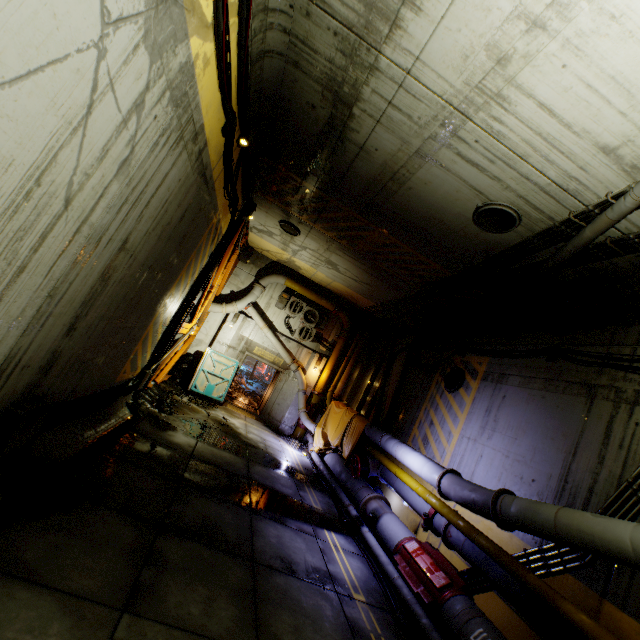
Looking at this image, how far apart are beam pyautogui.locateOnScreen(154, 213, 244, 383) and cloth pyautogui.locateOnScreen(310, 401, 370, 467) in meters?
6.4

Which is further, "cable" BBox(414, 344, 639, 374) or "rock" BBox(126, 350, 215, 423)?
"rock" BBox(126, 350, 215, 423)

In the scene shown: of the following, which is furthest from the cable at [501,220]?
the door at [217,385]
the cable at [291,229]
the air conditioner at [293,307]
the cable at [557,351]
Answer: the door at [217,385]

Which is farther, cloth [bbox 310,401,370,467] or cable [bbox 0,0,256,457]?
cloth [bbox 310,401,370,467]

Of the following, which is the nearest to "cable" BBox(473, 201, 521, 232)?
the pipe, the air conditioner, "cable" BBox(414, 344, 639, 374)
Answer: the pipe

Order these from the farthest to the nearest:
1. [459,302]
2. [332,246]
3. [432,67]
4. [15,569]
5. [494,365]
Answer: [332,246], [459,302], [494,365], [432,67], [15,569]

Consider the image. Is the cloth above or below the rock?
above

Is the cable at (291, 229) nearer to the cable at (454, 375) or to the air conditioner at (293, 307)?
the air conditioner at (293, 307)
